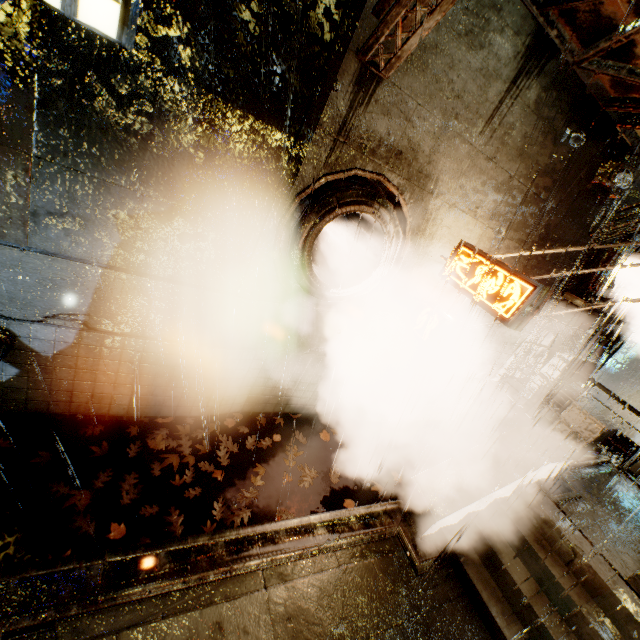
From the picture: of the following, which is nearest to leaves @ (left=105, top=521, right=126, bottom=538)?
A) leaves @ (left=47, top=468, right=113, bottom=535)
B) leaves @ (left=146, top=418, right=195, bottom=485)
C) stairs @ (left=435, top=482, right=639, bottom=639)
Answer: leaves @ (left=47, top=468, right=113, bottom=535)

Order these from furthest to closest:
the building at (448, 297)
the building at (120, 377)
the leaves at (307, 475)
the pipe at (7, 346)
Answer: the building at (448, 297)
the leaves at (307, 475)
the pipe at (7, 346)
the building at (120, 377)

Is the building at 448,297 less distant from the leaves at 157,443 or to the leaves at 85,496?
the leaves at 157,443

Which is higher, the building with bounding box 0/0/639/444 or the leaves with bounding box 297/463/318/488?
the building with bounding box 0/0/639/444

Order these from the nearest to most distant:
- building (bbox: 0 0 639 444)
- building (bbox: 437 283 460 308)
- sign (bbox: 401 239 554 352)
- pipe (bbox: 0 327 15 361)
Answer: building (bbox: 0 0 639 444), pipe (bbox: 0 327 15 361), sign (bbox: 401 239 554 352), building (bbox: 437 283 460 308)

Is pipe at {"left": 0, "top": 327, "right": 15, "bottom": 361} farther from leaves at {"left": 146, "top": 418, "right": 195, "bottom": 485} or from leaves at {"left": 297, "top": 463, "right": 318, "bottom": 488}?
leaves at {"left": 297, "top": 463, "right": 318, "bottom": 488}

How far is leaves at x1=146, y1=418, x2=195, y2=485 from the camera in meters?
5.7 m

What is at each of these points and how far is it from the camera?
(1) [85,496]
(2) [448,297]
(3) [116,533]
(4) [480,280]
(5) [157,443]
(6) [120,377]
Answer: (1) leaves, 4.76m
(2) building, 7.72m
(3) leaves, 4.60m
(4) sign, 5.88m
(5) leaves, 5.89m
(6) building, 5.54m
